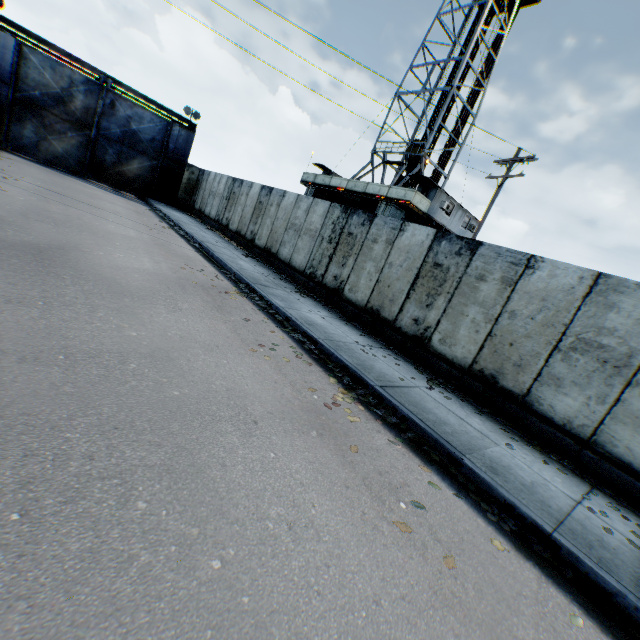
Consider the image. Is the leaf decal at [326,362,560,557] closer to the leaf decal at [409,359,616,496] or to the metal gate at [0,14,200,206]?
the leaf decal at [409,359,616,496]

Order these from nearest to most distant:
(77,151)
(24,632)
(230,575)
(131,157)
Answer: (24,632), (230,575), (77,151), (131,157)

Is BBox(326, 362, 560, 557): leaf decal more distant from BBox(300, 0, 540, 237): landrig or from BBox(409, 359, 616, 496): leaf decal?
BBox(300, 0, 540, 237): landrig

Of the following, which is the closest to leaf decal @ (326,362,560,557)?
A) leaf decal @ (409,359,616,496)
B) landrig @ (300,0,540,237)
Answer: leaf decal @ (409,359,616,496)

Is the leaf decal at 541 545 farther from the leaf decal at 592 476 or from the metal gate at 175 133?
the metal gate at 175 133

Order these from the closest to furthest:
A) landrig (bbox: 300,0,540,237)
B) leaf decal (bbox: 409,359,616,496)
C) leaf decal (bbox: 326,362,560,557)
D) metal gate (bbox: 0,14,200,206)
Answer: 1. leaf decal (bbox: 326,362,560,557)
2. leaf decal (bbox: 409,359,616,496)
3. metal gate (bbox: 0,14,200,206)
4. landrig (bbox: 300,0,540,237)

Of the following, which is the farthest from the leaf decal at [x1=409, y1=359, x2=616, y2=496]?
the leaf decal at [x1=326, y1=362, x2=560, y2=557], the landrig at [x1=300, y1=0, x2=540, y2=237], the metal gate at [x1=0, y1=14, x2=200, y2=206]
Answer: the metal gate at [x1=0, y1=14, x2=200, y2=206]

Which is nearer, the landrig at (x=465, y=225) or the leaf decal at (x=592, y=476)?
the leaf decal at (x=592, y=476)
